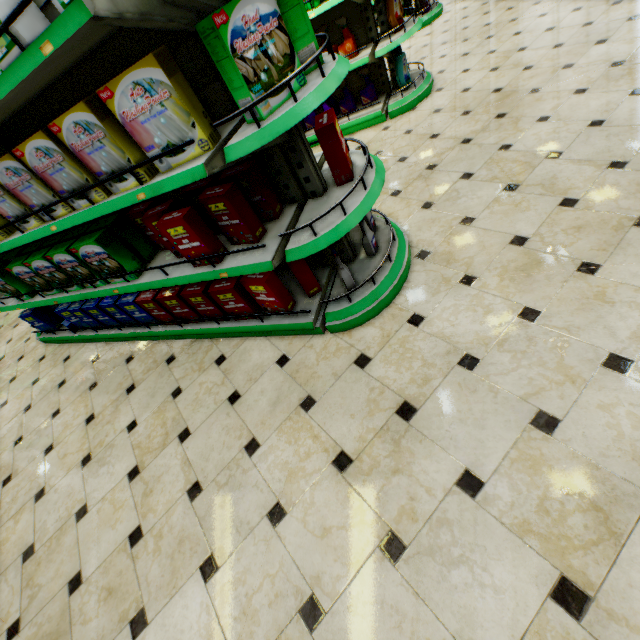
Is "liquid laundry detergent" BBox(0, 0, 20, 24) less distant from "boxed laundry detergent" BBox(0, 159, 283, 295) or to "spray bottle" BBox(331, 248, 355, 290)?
"boxed laundry detergent" BBox(0, 159, 283, 295)

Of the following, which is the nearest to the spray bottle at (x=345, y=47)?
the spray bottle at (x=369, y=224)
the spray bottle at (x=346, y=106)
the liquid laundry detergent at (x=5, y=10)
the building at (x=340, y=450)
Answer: the spray bottle at (x=346, y=106)

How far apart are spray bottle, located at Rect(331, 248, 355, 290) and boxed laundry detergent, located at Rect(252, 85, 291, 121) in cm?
84

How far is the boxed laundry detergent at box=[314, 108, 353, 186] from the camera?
1.8 meters

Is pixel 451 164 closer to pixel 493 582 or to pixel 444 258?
pixel 444 258

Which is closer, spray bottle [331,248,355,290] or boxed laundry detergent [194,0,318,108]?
boxed laundry detergent [194,0,318,108]

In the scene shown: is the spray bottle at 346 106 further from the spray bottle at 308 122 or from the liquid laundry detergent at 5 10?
the liquid laundry detergent at 5 10

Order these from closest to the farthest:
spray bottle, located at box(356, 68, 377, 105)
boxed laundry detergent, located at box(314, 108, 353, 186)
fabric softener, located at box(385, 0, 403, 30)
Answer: boxed laundry detergent, located at box(314, 108, 353, 186)
fabric softener, located at box(385, 0, 403, 30)
spray bottle, located at box(356, 68, 377, 105)
